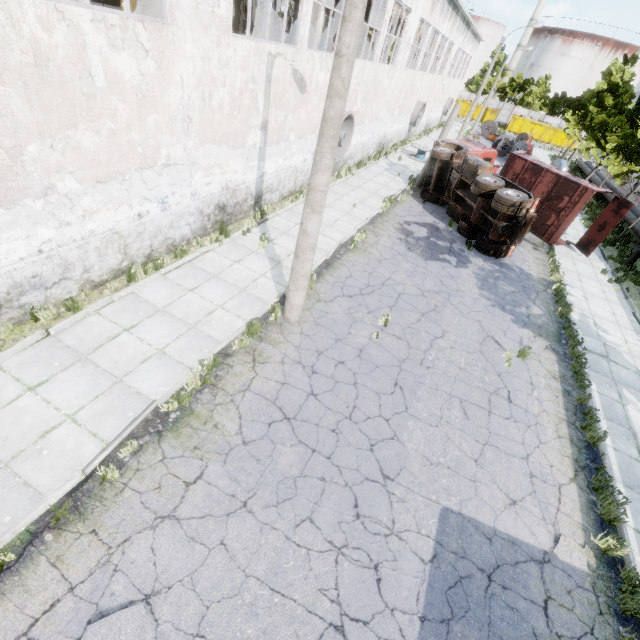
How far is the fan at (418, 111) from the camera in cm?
2820

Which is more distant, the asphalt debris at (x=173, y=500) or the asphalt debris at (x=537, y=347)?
the asphalt debris at (x=537, y=347)

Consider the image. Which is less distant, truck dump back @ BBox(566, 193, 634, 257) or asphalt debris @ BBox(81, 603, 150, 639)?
asphalt debris @ BBox(81, 603, 150, 639)

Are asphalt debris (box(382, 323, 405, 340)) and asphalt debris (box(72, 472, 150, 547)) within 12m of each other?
yes

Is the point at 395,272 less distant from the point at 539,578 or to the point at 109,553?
Result: the point at 539,578

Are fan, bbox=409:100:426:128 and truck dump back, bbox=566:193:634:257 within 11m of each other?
no

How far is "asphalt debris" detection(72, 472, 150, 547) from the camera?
4.6 meters

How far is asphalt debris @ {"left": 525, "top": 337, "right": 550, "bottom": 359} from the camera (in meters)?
9.81
